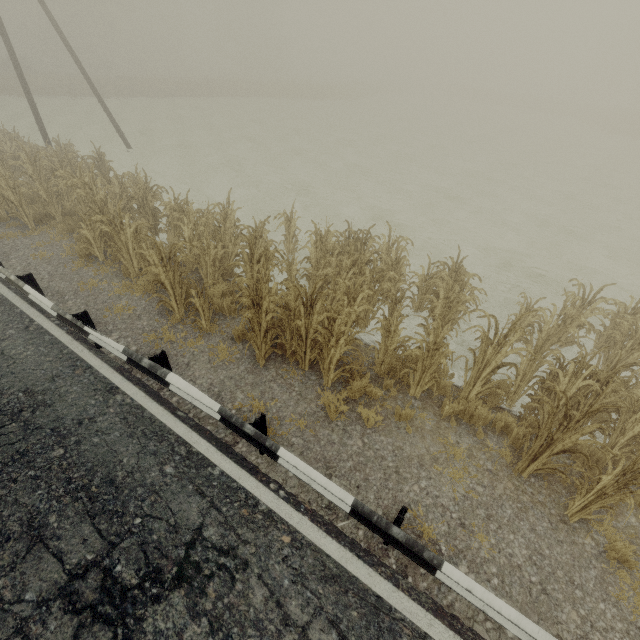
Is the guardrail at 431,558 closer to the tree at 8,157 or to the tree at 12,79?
the tree at 8,157

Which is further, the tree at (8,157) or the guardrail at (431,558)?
the tree at (8,157)

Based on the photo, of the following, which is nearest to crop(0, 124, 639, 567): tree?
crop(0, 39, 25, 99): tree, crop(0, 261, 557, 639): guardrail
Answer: crop(0, 261, 557, 639): guardrail

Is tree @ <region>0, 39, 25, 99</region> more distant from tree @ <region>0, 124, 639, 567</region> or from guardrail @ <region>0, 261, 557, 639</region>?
guardrail @ <region>0, 261, 557, 639</region>

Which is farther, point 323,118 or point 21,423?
point 323,118
